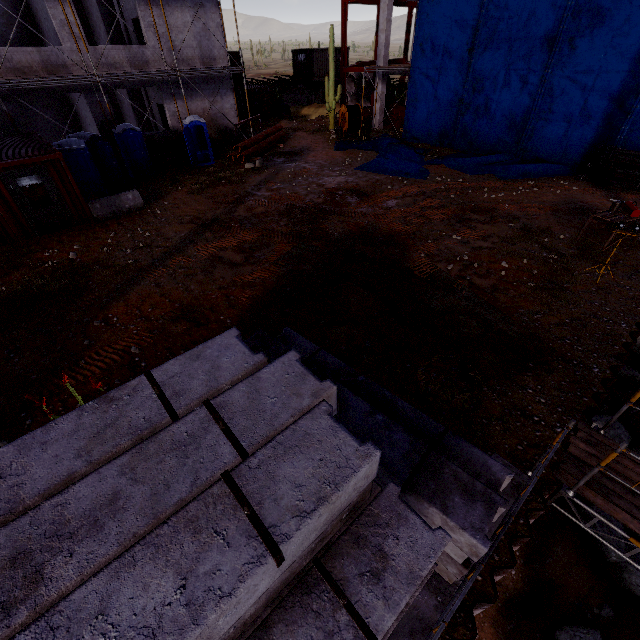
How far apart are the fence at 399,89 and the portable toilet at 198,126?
21.4 meters

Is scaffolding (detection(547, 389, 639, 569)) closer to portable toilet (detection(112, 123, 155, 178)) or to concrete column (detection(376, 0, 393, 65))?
portable toilet (detection(112, 123, 155, 178))

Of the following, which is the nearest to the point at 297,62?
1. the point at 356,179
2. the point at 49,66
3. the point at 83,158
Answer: the point at 49,66

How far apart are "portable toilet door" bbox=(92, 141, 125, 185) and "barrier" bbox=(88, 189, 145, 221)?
3.33m

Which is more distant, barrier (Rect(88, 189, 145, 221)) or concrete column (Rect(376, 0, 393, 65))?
concrete column (Rect(376, 0, 393, 65))

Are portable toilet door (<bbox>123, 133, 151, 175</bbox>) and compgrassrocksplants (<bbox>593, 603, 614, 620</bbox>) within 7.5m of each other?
no

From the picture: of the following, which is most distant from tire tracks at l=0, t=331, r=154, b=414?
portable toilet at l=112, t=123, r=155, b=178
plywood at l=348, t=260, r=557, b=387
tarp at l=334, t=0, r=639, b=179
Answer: tarp at l=334, t=0, r=639, b=179

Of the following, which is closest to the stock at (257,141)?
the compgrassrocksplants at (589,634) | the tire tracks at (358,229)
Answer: the tire tracks at (358,229)
